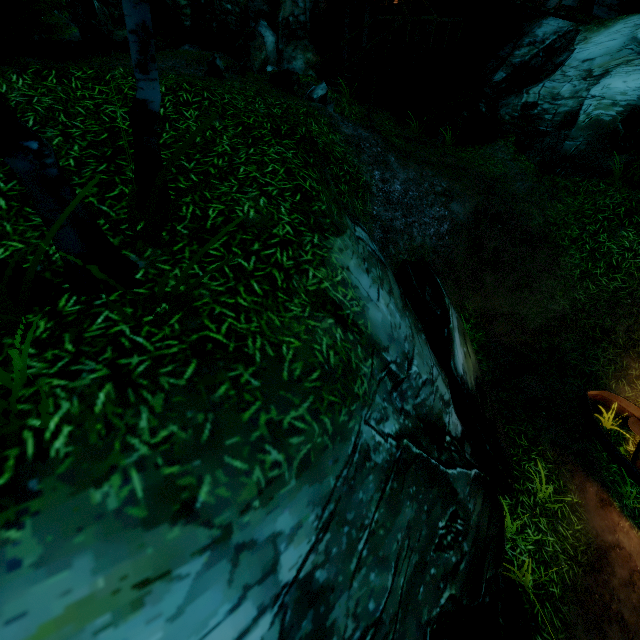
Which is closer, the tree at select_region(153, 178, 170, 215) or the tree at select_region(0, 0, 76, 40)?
the tree at select_region(153, 178, 170, 215)

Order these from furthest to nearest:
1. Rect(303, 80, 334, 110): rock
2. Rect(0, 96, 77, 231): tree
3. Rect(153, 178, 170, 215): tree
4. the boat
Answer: Rect(303, 80, 334, 110): rock → the boat → Rect(153, 178, 170, 215): tree → Rect(0, 96, 77, 231): tree

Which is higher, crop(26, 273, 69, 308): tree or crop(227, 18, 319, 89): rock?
crop(227, 18, 319, 89): rock

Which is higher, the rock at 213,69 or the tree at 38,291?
the rock at 213,69

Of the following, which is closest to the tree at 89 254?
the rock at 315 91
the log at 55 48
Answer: the log at 55 48

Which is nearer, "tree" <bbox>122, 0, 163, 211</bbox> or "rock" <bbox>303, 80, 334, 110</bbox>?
"tree" <bbox>122, 0, 163, 211</bbox>

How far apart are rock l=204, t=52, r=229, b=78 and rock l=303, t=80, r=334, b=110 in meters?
2.5

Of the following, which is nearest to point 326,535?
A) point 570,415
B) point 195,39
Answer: point 570,415
